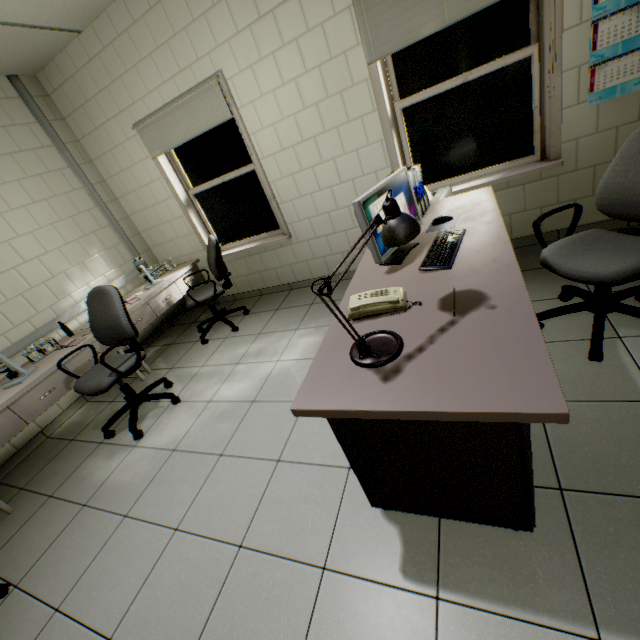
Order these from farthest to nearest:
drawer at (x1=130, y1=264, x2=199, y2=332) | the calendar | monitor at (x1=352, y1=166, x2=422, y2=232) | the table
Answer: drawer at (x1=130, y1=264, x2=199, y2=332) → the calendar → monitor at (x1=352, y1=166, x2=422, y2=232) → the table

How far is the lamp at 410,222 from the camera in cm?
105

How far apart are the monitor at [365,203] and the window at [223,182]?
2.4m

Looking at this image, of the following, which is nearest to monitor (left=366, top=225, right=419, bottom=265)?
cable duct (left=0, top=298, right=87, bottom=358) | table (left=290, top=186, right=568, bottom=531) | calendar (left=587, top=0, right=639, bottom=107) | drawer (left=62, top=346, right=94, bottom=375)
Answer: table (left=290, top=186, right=568, bottom=531)

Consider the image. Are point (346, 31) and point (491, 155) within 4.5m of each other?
yes

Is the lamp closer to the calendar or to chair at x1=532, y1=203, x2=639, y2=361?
chair at x1=532, y1=203, x2=639, y2=361

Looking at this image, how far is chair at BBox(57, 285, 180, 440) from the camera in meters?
2.7

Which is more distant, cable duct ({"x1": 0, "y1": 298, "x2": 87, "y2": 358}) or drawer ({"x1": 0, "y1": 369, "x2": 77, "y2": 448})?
cable duct ({"x1": 0, "y1": 298, "x2": 87, "y2": 358})
